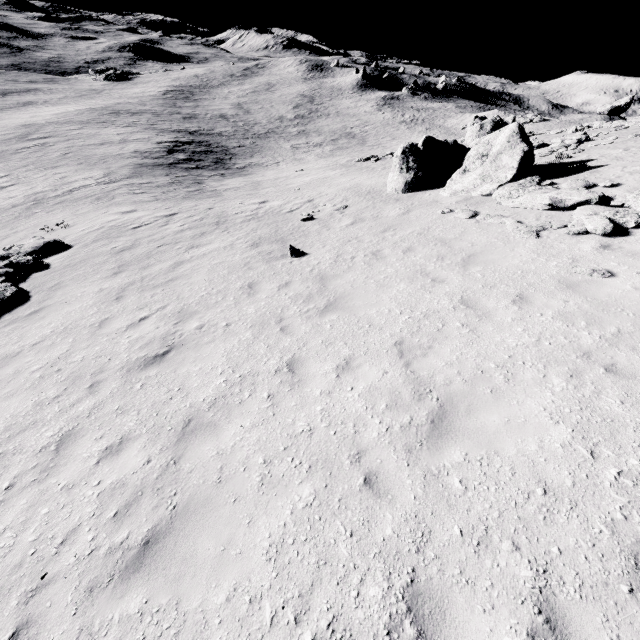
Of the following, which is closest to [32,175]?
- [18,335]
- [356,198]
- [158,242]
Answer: [158,242]

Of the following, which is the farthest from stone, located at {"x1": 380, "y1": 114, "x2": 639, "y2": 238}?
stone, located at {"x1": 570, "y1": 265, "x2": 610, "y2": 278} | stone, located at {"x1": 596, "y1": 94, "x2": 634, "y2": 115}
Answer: stone, located at {"x1": 596, "y1": 94, "x2": 634, "y2": 115}

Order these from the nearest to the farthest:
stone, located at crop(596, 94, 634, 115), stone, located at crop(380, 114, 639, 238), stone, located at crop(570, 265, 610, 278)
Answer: stone, located at crop(570, 265, 610, 278), stone, located at crop(380, 114, 639, 238), stone, located at crop(596, 94, 634, 115)

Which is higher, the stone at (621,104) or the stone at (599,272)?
the stone at (621,104)

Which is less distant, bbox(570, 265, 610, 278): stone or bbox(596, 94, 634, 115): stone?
bbox(570, 265, 610, 278): stone

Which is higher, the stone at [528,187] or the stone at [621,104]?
the stone at [621,104]
